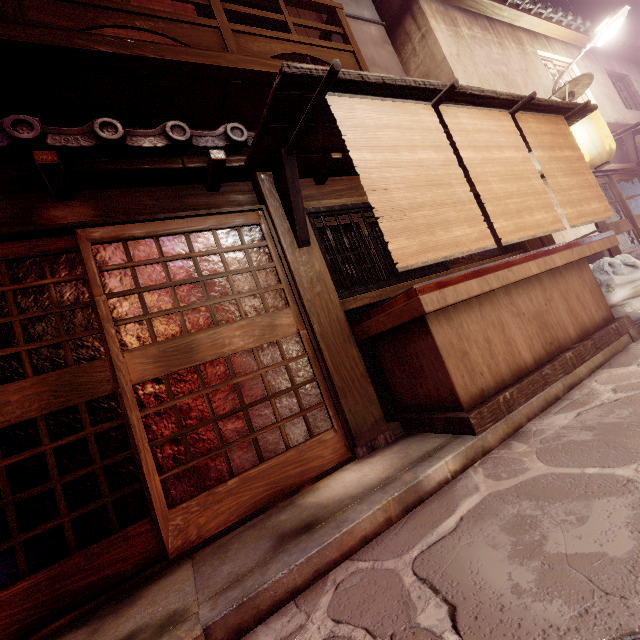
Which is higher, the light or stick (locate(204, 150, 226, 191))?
the light

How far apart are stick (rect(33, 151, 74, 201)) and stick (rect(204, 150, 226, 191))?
2.1 meters

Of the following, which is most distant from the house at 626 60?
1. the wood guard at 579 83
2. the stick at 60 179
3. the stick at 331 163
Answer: the stick at 60 179

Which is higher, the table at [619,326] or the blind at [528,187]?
the blind at [528,187]

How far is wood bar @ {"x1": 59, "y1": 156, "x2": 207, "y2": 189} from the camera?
5.0m

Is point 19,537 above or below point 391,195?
below

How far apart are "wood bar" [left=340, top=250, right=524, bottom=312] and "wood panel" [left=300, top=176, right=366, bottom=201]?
2.31m

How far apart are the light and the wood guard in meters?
3.2 m
